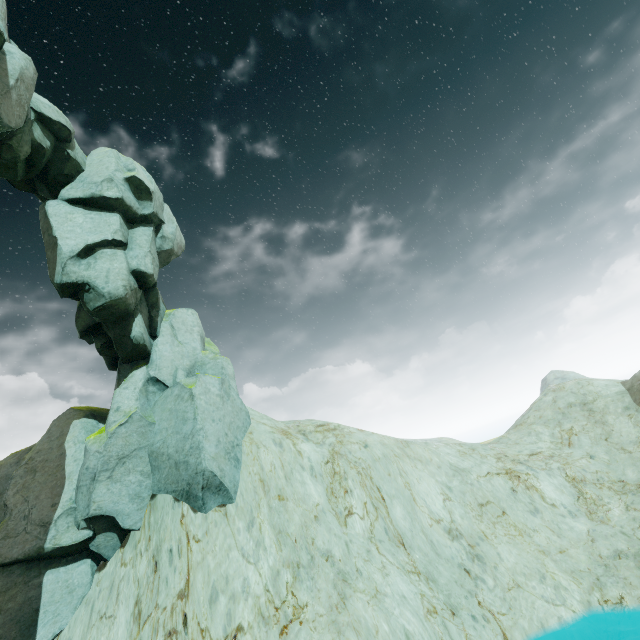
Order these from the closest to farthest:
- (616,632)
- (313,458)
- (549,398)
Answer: (616,632) → (313,458) → (549,398)
